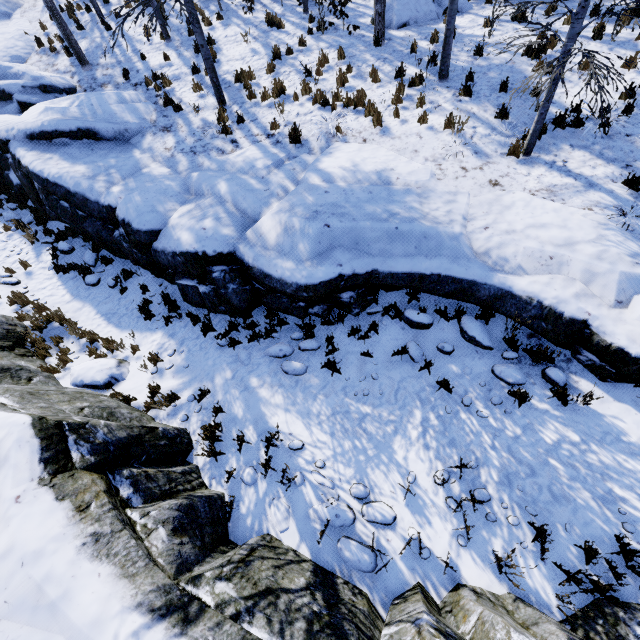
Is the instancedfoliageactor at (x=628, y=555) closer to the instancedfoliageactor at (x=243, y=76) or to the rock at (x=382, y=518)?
the rock at (x=382, y=518)

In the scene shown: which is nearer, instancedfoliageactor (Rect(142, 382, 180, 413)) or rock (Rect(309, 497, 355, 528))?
rock (Rect(309, 497, 355, 528))

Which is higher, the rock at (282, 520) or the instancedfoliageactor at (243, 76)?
the instancedfoliageactor at (243, 76)

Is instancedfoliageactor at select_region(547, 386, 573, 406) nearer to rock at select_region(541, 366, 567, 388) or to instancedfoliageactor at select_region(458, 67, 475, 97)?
rock at select_region(541, 366, 567, 388)

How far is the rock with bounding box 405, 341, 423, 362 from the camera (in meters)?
5.92

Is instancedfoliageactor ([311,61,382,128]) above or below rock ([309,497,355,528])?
above

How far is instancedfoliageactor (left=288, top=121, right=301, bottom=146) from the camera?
8.16m

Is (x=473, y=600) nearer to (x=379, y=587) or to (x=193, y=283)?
(x=379, y=587)
